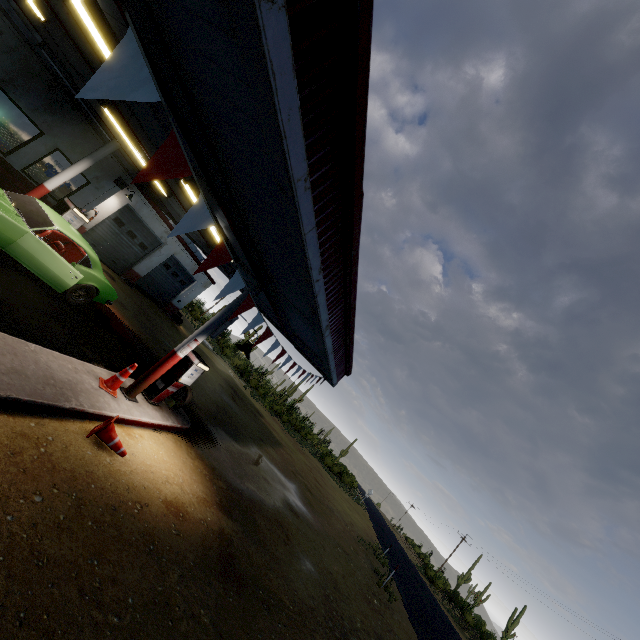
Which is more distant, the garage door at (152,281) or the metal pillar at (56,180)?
the garage door at (152,281)

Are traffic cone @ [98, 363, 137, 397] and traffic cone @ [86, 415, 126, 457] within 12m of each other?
yes

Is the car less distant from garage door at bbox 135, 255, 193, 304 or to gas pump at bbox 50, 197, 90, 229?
gas pump at bbox 50, 197, 90, 229

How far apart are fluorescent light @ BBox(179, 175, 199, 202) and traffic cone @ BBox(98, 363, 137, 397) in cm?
355

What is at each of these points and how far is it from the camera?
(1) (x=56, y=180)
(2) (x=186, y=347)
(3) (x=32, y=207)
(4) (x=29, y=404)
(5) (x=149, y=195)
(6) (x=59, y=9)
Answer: (1) metal pillar, 9.69m
(2) metal pillar, 7.36m
(3) car, 7.80m
(4) curb, 4.44m
(5) roof trim, 14.35m
(6) beam, 5.05m

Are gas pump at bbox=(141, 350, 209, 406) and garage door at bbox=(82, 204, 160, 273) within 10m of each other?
no

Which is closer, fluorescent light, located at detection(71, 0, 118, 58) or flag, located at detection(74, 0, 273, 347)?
flag, located at detection(74, 0, 273, 347)

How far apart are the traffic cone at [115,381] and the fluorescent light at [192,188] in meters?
3.5 m
